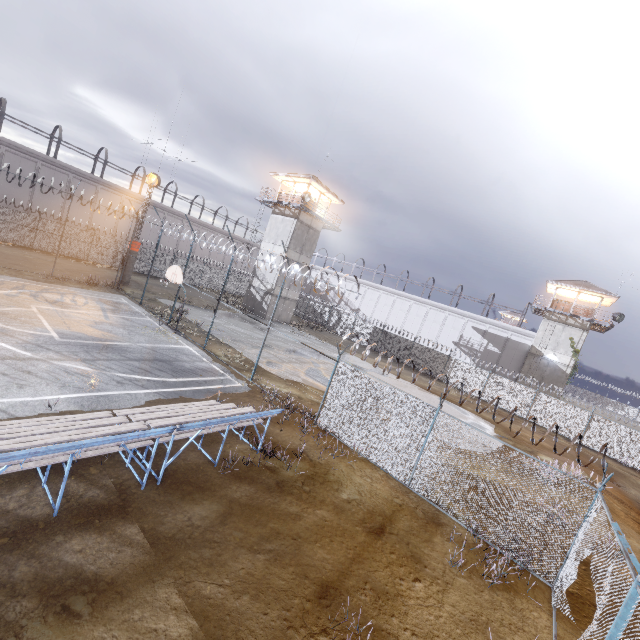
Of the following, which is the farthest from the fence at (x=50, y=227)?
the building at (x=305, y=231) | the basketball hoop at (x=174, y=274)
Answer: the building at (x=305, y=231)

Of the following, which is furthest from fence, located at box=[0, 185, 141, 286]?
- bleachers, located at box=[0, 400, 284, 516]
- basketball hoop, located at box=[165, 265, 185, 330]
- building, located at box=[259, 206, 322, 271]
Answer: building, located at box=[259, 206, 322, 271]

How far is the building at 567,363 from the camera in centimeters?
3328cm

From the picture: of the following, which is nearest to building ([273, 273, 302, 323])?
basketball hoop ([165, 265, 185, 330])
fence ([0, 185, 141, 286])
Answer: fence ([0, 185, 141, 286])

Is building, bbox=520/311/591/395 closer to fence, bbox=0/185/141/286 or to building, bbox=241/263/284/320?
fence, bbox=0/185/141/286

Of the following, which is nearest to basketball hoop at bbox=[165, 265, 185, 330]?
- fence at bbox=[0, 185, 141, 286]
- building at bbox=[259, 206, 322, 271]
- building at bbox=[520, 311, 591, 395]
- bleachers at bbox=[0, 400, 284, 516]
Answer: fence at bbox=[0, 185, 141, 286]

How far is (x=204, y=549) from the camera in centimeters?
591cm

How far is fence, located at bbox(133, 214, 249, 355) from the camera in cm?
1689
